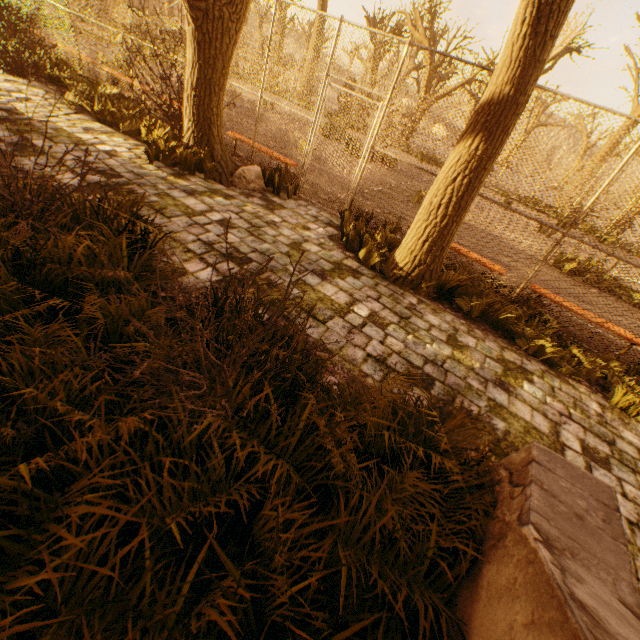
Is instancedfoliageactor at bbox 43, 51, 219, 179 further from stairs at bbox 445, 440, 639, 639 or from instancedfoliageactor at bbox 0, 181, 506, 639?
stairs at bbox 445, 440, 639, 639

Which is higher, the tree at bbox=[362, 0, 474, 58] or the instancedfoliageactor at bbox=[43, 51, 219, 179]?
the tree at bbox=[362, 0, 474, 58]

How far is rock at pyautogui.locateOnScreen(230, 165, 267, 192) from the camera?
6.2 meters

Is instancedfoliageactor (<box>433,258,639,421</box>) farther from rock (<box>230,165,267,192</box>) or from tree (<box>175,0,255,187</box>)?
rock (<box>230,165,267,192</box>)

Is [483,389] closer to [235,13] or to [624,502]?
[624,502]

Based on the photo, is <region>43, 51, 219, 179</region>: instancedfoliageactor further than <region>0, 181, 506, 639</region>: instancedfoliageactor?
Yes

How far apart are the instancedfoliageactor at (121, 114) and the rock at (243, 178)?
2.0m

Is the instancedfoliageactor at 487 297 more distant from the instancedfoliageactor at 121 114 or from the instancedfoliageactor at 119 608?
the instancedfoliageactor at 121 114
